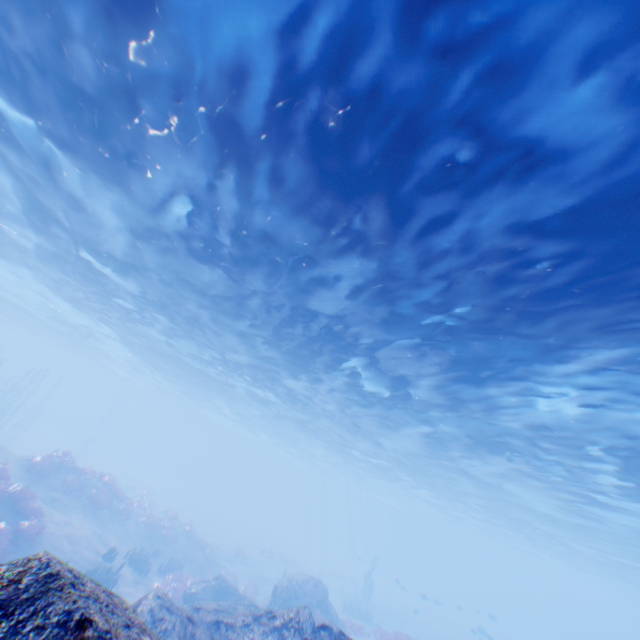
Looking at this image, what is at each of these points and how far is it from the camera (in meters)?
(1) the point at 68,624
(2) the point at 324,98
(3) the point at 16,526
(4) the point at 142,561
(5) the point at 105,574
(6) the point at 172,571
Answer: (1) rock, 1.46
(2) light, 6.32
(3) instancedfoliageactor, 13.82
(4) instancedfoliageactor, 17.94
(5) instancedfoliageactor, 14.56
(6) instancedfoliageactor, 19.59

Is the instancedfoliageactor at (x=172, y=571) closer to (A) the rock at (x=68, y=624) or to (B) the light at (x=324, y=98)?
(A) the rock at (x=68, y=624)

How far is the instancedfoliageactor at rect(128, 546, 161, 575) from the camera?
17.7m

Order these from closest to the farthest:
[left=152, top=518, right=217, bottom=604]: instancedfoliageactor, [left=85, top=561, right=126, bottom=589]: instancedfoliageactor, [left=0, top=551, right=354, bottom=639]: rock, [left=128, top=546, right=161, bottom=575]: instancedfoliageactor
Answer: [left=0, top=551, right=354, bottom=639]: rock, [left=85, top=561, right=126, bottom=589]: instancedfoliageactor, [left=152, top=518, right=217, bottom=604]: instancedfoliageactor, [left=128, top=546, right=161, bottom=575]: instancedfoliageactor

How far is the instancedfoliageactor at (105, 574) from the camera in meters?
14.5 m

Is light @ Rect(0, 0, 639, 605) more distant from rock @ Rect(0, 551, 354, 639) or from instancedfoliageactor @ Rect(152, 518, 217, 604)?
instancedfoliageactor @ Rect(152, 518, 217, 604)
